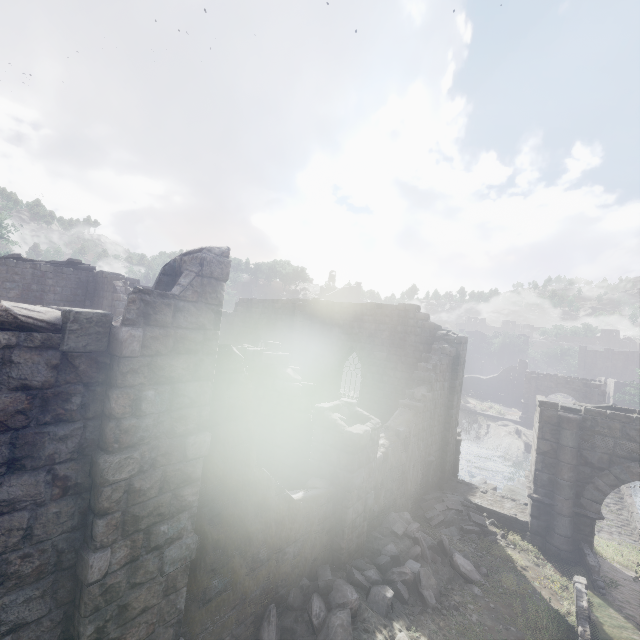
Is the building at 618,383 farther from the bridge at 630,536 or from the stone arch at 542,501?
the bridge at 630,536

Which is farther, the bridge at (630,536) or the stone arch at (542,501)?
the bridge at (630,536)

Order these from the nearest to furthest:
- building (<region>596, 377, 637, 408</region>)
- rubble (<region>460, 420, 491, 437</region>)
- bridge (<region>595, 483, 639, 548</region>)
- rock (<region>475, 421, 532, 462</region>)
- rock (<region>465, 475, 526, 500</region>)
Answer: bridge (<region>595, 483, 639, 548</region>) < rock (<region>465, 475, 526, 500</region>) < rock (<region>475, 421, 532, 462</region>) < rubble (<region>460, 420, 491, 437</region>) < building (<region>596, 377, 637, 408</region>)

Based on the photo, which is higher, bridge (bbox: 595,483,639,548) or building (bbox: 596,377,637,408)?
building (bbox: 596,377,637,408)

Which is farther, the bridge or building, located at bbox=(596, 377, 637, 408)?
building, located at bbox=(596, 377, 637, 408)

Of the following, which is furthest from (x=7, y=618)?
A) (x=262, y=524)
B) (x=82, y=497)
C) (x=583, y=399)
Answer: (x=583, y=399)

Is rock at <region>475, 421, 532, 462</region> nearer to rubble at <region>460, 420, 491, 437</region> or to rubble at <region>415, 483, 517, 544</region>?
rubble at <region>460, 420, 491, 437</region>

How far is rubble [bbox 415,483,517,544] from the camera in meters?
11.9 m
